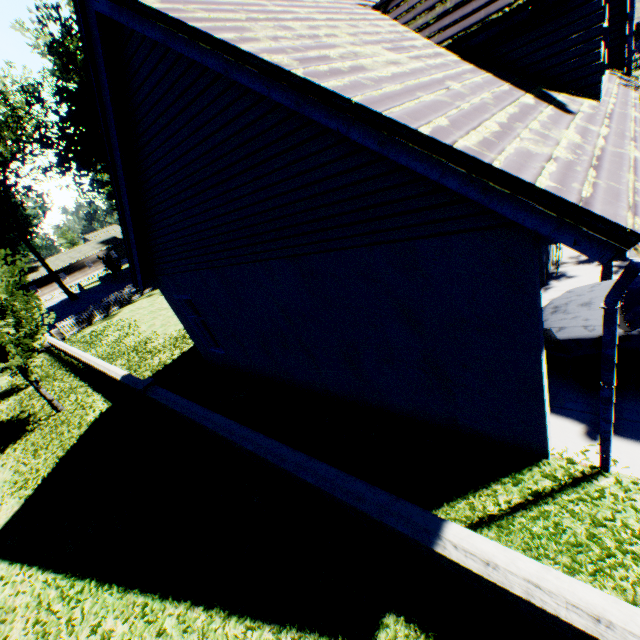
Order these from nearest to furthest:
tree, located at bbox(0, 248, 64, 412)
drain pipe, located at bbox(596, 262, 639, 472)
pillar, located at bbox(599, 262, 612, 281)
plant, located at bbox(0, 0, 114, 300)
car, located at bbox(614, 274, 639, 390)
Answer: drain pipe, located at bbox(596, 262, 639, 472), car, located at bbox(614, 274, 639, 390), pillar, located at bbox(599, 262, 612, 281), tree, located at bbox(0, 248, 64, 412), plant, located at bbox(0, 0, 114, 300)

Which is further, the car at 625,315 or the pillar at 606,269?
the pillar at 606,269

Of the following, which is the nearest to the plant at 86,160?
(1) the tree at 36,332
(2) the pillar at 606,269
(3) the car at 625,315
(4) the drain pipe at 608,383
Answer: (1) the tree at 36,332

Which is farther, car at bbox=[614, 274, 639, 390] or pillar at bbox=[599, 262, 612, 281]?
pillar at bbox=[599, 262, 612, 281]

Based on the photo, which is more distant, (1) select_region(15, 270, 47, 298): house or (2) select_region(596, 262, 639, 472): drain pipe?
(1) select_region(15, 270, 47, 298): house

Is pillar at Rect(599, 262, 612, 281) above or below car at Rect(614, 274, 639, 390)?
A: below

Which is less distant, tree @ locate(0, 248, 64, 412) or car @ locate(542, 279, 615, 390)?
car @ locate(542, 279, 615, 390)

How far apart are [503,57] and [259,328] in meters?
6.8
